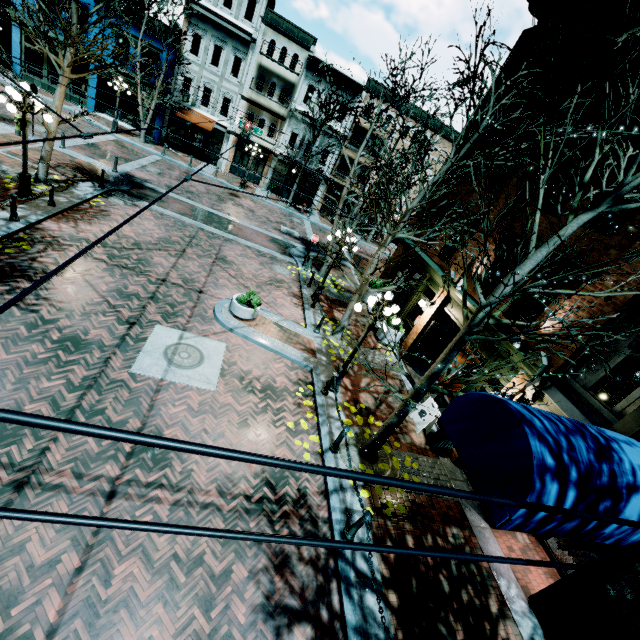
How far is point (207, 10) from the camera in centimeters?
2373cm

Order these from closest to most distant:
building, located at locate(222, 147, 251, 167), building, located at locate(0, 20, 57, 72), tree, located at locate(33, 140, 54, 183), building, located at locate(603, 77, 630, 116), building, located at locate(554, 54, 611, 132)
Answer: building, located at locate(603, 77, 630, 116)
building, located at locate(554, 54, 611, 132)
tree, located at locate(33, 140, 54, 183)
building, located at locate(0, 20, 57, 72)
building, located at locate(222, 147, 251, 167)

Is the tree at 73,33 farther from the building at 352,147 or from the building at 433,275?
the building at 352,147

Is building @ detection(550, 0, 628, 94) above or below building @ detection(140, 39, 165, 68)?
above

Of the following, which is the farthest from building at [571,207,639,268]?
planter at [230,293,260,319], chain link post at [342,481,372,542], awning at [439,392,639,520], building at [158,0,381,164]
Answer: building at [158,0,381,164]

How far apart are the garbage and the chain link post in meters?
Result: 4.3

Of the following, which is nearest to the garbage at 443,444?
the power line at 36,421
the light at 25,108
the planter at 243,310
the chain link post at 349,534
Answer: the chain link post at 349,534

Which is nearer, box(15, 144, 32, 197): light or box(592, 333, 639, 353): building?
box(592, 333, 639, 353): building
